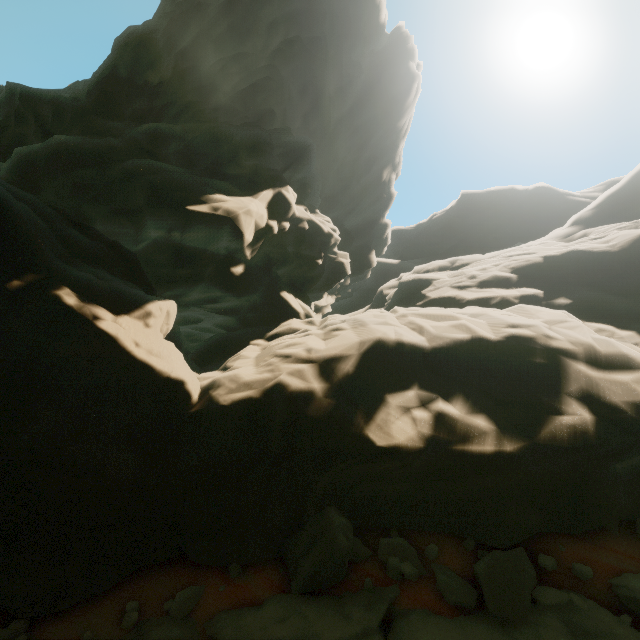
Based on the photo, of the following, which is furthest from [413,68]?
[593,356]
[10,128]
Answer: [10,128]

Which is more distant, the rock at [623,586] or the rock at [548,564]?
the rock at [548,564]

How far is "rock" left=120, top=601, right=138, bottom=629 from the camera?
6.0m

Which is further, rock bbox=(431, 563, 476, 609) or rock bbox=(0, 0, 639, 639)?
rock bbox=(0, 0, 639, 639)

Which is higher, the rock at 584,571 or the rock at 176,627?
the rock at 584,571

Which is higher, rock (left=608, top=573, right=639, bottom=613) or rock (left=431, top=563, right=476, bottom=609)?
rock (left=608, top=573, right=639, bottom=613)
